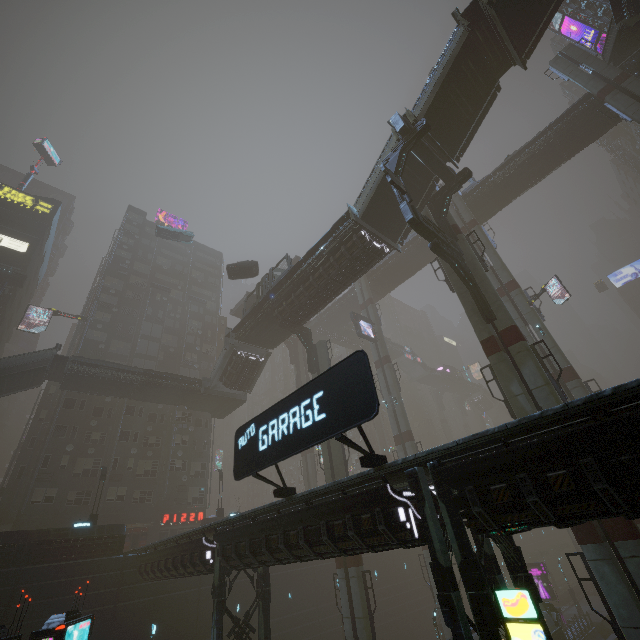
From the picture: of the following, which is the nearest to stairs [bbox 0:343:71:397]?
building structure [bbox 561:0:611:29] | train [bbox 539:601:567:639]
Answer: train [bbox 539:601:567:639]

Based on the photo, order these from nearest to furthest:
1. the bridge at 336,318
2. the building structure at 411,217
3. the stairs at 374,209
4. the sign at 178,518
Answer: the building structure at 411,217
the stairs at 374,209
the sign at 178,518
the bridge at 336,318

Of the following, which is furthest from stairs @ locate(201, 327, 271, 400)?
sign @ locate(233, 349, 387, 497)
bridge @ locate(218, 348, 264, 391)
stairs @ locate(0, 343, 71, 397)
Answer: sign @ locate(233, 349, 387, 497)

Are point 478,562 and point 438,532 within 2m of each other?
yes

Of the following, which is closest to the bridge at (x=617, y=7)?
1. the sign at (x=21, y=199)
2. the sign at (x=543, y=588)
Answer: the sign at (x=543, y=588)

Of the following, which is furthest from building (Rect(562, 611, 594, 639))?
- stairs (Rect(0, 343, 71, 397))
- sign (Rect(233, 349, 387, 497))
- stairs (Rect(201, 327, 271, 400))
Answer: stairs (Rect(201, 327, 271, 400))

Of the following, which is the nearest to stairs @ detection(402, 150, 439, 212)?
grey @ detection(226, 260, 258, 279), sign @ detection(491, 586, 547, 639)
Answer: grey @ detection(226, 260, 258, 279)

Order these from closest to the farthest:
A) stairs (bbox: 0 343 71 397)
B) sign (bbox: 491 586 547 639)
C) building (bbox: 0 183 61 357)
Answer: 1. sign (bbox: 491 586 547 639)
2. stairs (bbox: 0 343 71 397)
3. building (bbox: 0 183 61 357)
